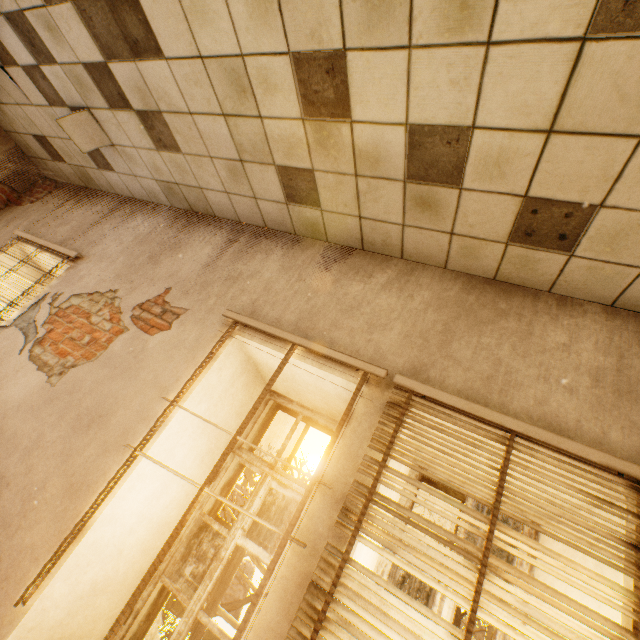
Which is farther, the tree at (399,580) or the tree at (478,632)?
the tree at (399,580)

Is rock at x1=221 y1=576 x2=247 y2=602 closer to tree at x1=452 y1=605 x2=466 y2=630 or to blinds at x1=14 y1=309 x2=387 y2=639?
tree at x1=452 y1=605 x2=466 y2=630

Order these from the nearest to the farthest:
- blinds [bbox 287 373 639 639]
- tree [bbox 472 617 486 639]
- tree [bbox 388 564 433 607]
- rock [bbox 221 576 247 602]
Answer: blinds [bbox 287 373 639 639] → tree [bbox 472 617 486 639] → tree [bbox 388 564 433 607] → rock [bbox 221 576 247 602]

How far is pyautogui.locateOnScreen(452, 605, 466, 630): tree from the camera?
10.77m

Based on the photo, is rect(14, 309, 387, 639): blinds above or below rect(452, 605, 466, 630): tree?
above

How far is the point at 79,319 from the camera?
2.8 meters

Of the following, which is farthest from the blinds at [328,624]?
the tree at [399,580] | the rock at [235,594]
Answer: the rock at [235,594]
